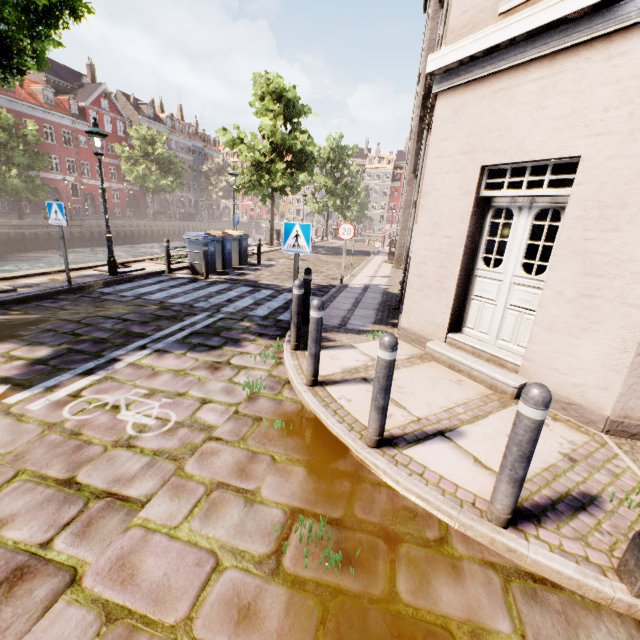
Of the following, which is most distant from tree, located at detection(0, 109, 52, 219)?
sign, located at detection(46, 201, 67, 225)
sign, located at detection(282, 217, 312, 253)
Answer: sign, located at detection(282, 217, 312, 253)

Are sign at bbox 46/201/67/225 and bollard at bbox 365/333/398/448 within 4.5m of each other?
Result: no

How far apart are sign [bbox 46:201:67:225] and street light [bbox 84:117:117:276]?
1.58m

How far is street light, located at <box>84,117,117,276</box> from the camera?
8.05m

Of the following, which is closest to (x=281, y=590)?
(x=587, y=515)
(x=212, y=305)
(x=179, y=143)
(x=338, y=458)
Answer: (x=338, y=458)

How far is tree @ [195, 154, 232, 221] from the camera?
51.0 meters

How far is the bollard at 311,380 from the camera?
3.8 meters

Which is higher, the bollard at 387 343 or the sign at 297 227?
the sign at 297 227
